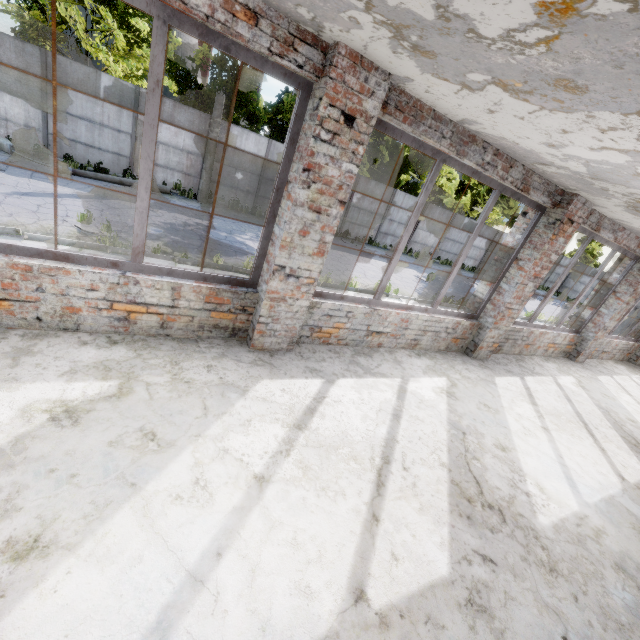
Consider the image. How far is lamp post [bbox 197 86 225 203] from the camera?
13.82m

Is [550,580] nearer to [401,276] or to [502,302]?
[502,302]

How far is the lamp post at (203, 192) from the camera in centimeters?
1382cm

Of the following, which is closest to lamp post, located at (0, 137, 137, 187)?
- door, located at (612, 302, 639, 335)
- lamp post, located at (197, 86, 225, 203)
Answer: lamp post, located at (197, 86, 225, 203)

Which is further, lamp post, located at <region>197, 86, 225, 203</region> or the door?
lamp post, located at <region>197, 86, 225, 203</region>

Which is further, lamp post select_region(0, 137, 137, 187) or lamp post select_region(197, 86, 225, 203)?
lamp post select_region(197, 86, 225, 203)

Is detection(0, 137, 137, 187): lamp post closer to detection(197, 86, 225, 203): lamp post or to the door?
detection(197, 86, 225, 203): lamp post

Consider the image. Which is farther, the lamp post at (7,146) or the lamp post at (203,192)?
the lamp post at (203,192)
